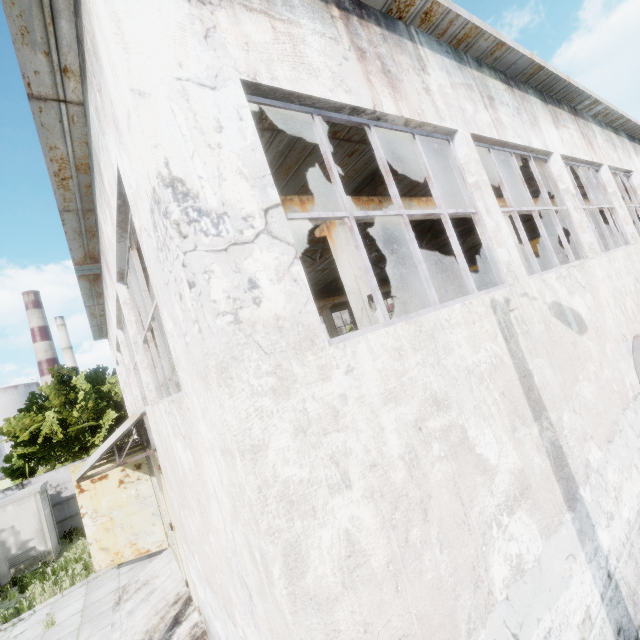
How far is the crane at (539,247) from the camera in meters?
17.3 m

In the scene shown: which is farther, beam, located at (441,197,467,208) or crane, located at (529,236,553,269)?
crane, located at (529,236,553,269)

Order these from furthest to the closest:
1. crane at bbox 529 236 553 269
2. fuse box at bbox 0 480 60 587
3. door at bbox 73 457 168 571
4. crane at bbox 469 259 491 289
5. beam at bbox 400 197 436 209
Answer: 1. crane at bbox 469 259 491 289
2. crane at bbox 529 236 553 269
3. fuse box at bbox 0 480 60 587
4. door at bbox 73 457 168 571
5. beam at bbox 400 197 436 209

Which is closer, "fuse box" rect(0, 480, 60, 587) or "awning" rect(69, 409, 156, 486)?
"awning" rect(69, 409, 156, 486)

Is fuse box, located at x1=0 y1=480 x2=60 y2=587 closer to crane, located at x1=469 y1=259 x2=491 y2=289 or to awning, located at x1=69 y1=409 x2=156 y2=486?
awning, located at x1=69 y1=409 x2=156 y2=486

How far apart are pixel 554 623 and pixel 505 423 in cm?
202

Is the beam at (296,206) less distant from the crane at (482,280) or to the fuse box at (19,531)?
the crane at (482,280)

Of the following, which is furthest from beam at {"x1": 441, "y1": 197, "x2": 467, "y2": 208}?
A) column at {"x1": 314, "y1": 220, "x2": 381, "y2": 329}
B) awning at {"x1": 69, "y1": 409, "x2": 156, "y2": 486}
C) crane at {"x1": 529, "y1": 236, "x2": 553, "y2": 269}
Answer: awning at {"x1": 69, "y1": 409, "x2": 156, "y2": 486}
